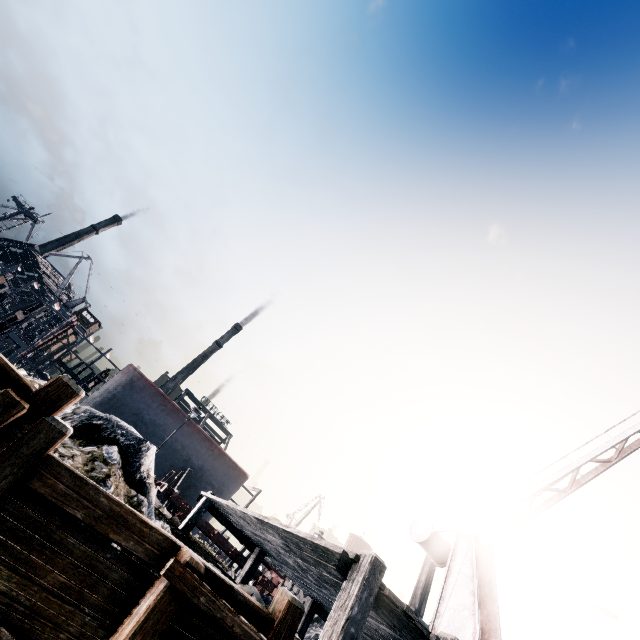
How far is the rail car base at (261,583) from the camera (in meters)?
16.08

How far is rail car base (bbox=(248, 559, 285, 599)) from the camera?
16.08m

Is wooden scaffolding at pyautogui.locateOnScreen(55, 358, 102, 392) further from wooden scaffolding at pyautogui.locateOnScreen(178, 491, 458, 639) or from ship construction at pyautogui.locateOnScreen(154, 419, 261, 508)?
wooden scaffolding at pyautogui.locateOnScreen(178, 491, 458, 639)

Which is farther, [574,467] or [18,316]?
[18,316]

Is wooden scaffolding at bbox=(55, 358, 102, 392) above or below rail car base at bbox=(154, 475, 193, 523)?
above

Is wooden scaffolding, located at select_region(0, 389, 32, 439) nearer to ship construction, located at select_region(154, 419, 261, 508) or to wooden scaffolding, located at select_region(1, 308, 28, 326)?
ship construction, located at select_region(154, 419, 261, 508)

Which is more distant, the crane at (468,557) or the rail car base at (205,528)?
the rail car base at (205,528)
